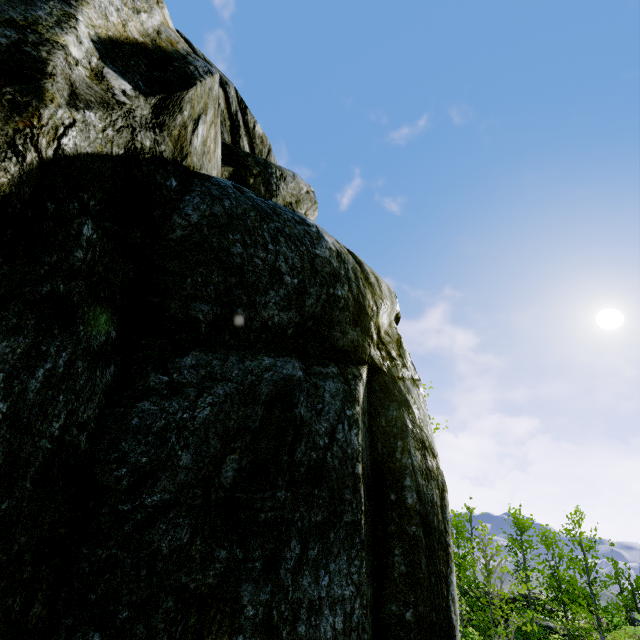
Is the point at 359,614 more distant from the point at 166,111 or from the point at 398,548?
the point at 166,111
